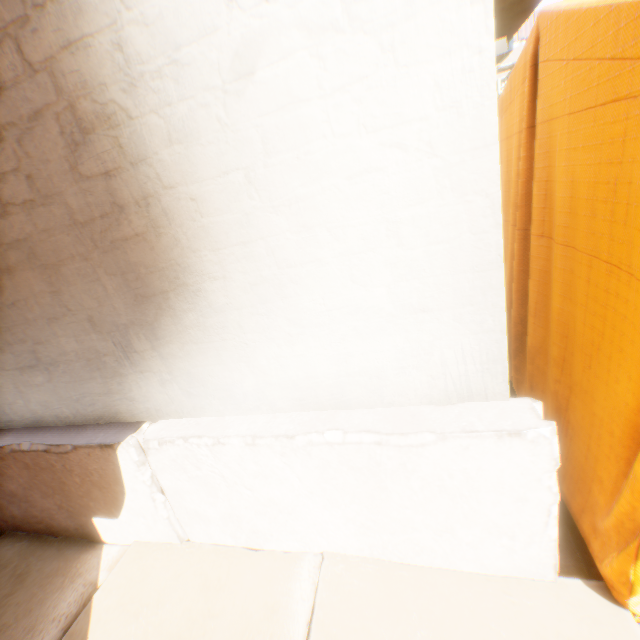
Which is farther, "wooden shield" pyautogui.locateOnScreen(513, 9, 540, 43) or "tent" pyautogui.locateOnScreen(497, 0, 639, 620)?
"wooden shield" pyautogui.locateOnScreen(513, 9, 540, 43)

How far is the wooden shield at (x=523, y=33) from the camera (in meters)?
17.75

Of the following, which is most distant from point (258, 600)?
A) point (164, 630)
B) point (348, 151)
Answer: point (348, 151)

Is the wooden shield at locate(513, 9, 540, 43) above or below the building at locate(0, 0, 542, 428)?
above

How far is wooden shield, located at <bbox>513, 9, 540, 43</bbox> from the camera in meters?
17.7 m

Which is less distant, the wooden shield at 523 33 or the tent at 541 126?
the tent at 541 126

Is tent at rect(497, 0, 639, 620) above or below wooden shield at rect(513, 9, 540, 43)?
below

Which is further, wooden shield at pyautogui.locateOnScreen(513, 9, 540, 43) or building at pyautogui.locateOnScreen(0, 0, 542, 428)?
wooden shield at pyautogui.locateOnScreen(513, 9, 540, 43)
